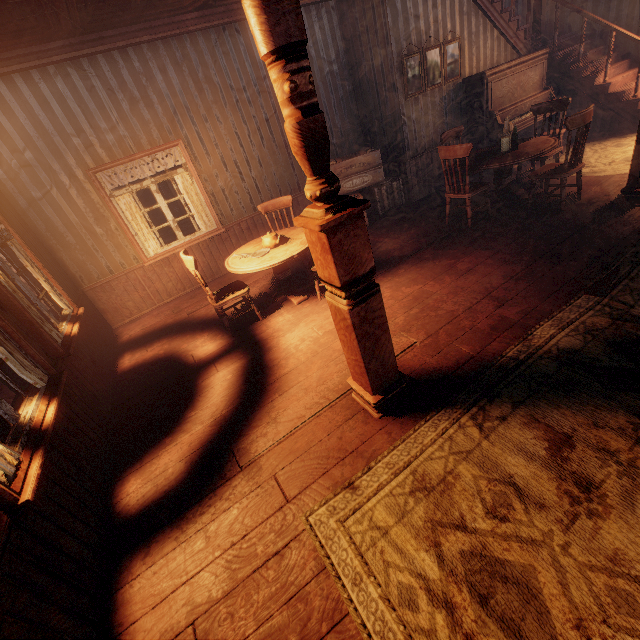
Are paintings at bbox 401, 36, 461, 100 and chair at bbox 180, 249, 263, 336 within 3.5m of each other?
no

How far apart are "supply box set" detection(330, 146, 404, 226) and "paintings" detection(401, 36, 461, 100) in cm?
93

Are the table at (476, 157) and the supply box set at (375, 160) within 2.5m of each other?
yes

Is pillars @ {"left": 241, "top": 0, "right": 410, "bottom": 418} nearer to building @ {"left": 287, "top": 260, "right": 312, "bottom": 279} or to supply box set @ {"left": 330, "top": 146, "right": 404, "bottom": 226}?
building @ {"left": 287, "top": 260, "right": 312, "bottom": 279}

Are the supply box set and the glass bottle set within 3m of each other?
yes

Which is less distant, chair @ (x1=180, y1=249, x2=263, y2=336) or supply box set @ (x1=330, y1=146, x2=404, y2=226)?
chair @ (x1=180, y1=249, x2=263, y2=336)

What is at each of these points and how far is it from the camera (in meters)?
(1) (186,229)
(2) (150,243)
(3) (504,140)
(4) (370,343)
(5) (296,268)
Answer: (1) wooden box, 7.55
(2) curtain, 5.79
(3) glass bottle set, 4.87
(4) pillars, 2.31
(5) building, 5.76

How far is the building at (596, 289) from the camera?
3.0m
